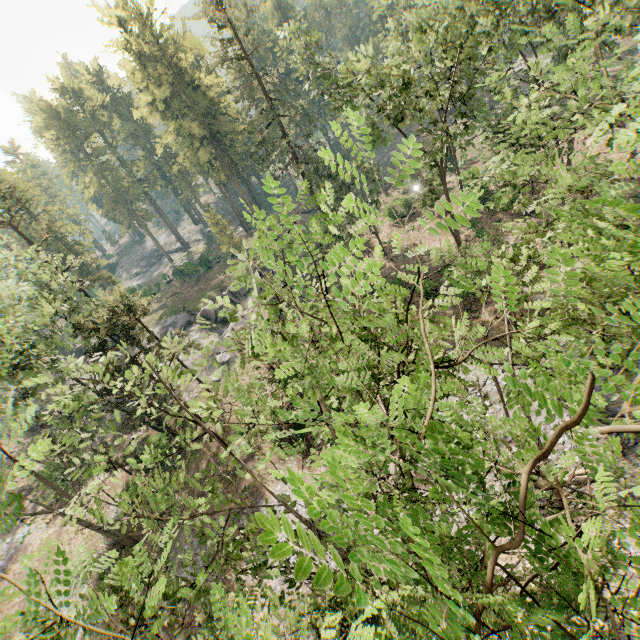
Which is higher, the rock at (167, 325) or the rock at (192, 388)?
the rock at (167, 325)

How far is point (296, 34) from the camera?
21.30m

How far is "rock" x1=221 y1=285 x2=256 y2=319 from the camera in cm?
3975

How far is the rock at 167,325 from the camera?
36.06m

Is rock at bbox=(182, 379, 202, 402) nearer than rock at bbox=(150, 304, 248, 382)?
Yes
